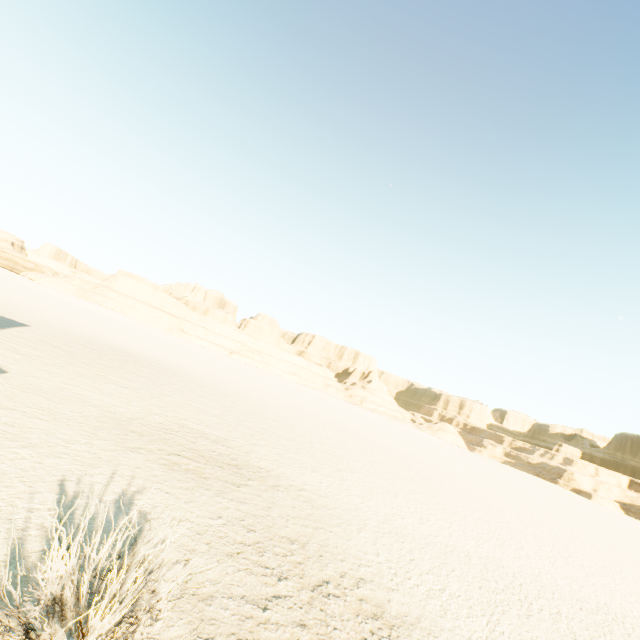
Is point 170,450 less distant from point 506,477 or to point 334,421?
point 334,421
